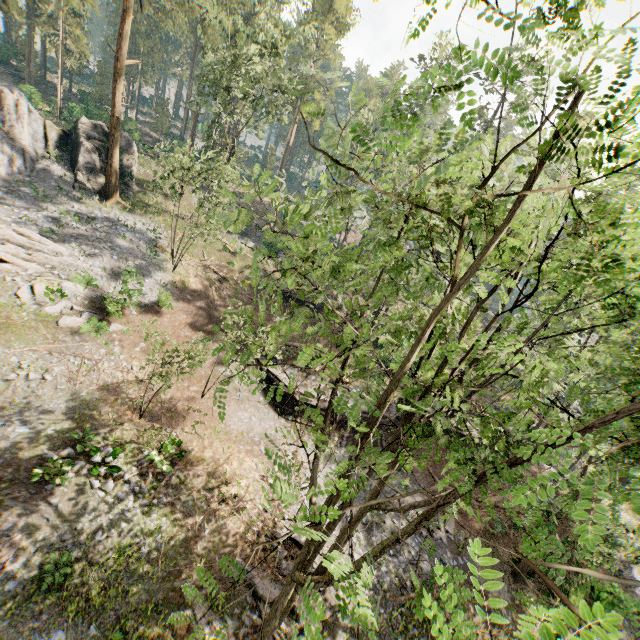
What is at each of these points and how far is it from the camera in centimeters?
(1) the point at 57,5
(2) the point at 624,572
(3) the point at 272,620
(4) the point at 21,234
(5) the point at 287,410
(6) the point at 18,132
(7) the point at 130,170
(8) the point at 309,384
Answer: (1) foliage, 3738cm
(2) rock, 2136cm
(3) foliage, 843cm
(4) foliage, 2022cm
(5) ground embankment, 2236cm
(6) rock, 2491cm
(7) rock, 3169cm
(8) ground embankment, 2344cm

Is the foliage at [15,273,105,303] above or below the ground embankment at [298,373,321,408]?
above

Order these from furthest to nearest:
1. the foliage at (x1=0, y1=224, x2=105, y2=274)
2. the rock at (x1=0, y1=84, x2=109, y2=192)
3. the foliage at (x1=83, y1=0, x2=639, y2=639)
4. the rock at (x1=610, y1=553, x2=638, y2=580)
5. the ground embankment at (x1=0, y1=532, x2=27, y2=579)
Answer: the rock at (x1=0, y1=84, x2=109, y2=192) → the rock at (x1=610, y1=553, x2=638, y2=580) → the foliage at (x1=0, y1=224, x2=105, y2=274) → the ground embankment at (x1=0, y1=532, x2=27, y2=579) → the foliage at (x1=83, y1=0, x2=639, y2=639)

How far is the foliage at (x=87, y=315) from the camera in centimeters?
1809cm

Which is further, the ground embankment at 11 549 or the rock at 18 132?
the rock at 18 132

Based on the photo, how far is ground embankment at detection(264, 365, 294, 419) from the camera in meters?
22.3

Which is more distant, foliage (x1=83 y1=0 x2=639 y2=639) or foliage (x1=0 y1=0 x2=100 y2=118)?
foliage (x1=0 y1=0 x2=100 y2=118)

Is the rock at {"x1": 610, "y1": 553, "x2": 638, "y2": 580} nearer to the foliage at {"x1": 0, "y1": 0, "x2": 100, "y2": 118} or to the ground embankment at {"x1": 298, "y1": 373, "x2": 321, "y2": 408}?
the foliage at {"x1": 0, "y1": 0, "x2": 100, "y2": 118}
